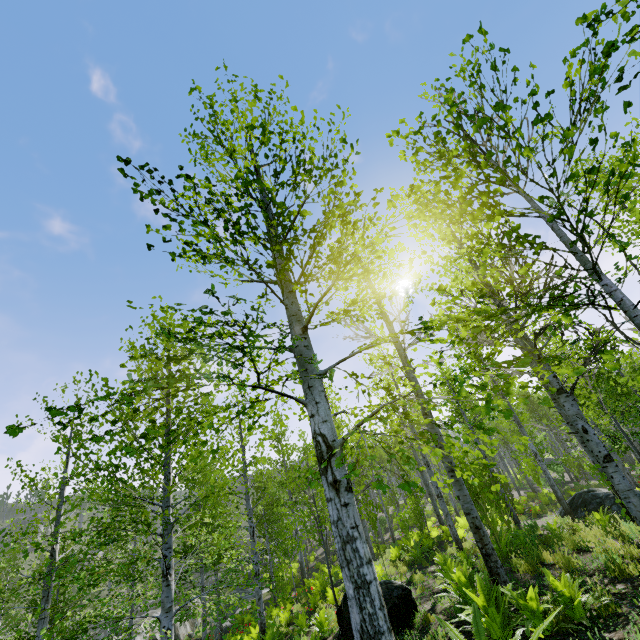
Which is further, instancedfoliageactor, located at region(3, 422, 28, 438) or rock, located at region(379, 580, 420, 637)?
rock, located at region(379, 580, 420, 637)

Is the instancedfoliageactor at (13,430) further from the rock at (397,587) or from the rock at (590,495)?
the rock at (590,495)

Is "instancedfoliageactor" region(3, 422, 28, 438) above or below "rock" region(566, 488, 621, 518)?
above

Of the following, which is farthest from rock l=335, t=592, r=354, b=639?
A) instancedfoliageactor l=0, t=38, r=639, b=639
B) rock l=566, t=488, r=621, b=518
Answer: rock l=566, t=488, r=621, b=518

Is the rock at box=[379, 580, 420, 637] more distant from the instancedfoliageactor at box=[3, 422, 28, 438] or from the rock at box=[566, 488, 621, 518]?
the rock at box=[566, 488, 621, 518]

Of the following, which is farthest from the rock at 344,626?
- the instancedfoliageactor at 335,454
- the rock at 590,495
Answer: the rock at 590,495

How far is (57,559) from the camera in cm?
1034

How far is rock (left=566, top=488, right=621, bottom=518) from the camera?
11.7 meters
